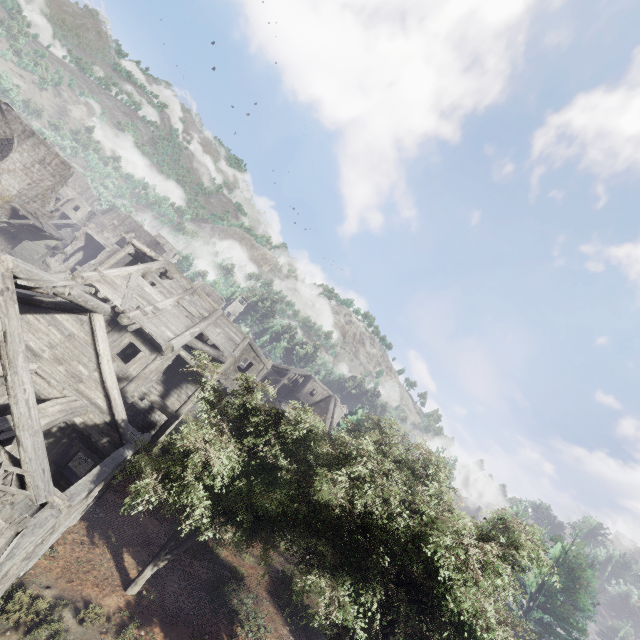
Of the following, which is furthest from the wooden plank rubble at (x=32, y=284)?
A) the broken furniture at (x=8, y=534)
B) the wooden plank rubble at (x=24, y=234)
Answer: the wooden plank rubble at (x=24, y=234)

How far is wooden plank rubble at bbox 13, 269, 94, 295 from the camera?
7.58m

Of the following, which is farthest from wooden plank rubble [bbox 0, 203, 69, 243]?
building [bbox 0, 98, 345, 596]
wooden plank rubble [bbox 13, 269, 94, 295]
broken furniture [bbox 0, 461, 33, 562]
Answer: broken furniture [bbox 0, 461, 33, 562]

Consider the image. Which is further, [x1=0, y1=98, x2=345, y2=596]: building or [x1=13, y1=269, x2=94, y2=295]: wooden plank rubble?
[x1=13, y1=269, x2=94, y2=295]: wooden plank rubble

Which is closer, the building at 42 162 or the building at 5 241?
the building at 42 162

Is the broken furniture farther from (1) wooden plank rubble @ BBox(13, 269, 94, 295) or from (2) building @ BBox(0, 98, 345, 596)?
(1) wooden plank rubble @ BBox(13, 269, 94, 295)

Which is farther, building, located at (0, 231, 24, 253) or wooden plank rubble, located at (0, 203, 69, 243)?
building, located at (0, 231, 24, 253)

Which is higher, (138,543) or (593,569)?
(593,569)
